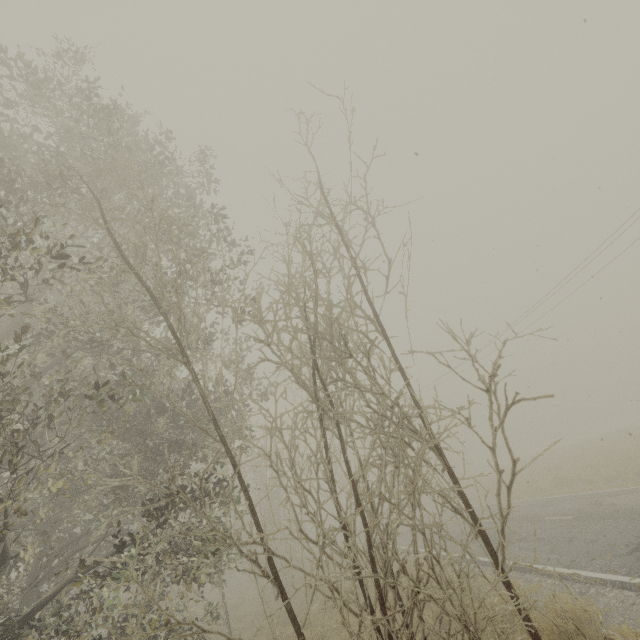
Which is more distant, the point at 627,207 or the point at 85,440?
the point at 627,207
